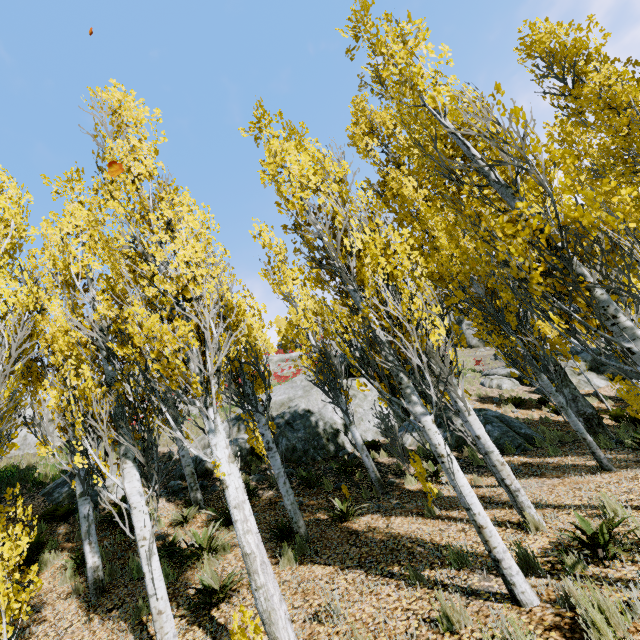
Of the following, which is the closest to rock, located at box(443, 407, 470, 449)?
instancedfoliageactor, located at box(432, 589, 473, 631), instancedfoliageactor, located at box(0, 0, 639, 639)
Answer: instancedfoliageactor, located at box(0, 0, 639, 639)

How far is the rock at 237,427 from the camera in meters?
12.7 m

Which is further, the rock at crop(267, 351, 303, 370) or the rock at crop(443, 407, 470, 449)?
the rock at crop(267, 351, 303, 370)

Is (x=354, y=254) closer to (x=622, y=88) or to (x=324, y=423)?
(x=622, y=88)

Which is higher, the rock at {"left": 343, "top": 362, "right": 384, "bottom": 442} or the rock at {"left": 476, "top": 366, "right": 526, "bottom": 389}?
the rock at {"left": 343, "top": 362, "right": 384, "bottom": 442}

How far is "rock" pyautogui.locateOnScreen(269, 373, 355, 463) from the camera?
12.4m

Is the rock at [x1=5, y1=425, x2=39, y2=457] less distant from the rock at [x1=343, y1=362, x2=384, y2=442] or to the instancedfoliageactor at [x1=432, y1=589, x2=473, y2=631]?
the rock at [x1=343, y1=362, x2=384, y2=442]

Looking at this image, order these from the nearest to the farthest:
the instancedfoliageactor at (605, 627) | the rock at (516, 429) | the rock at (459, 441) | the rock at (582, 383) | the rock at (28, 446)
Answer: the instancedfoliageactor at (605, 627) → the rock at (516, 429) → the rock at (459, 441) → the rock at (582, 383) → the rock at (28, 446)
